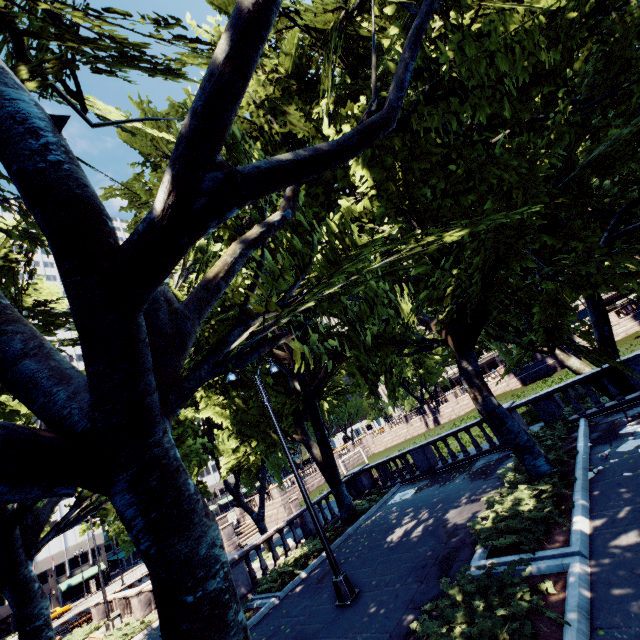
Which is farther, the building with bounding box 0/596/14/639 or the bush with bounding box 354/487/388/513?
the building with bounding box 0/596/14/639

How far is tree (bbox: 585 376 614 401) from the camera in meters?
13.8

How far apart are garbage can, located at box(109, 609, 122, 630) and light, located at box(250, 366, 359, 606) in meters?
18.8

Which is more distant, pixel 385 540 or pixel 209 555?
pixel 385 540

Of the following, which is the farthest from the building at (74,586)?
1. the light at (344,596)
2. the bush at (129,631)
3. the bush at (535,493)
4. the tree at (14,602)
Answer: the bush at (535,493)

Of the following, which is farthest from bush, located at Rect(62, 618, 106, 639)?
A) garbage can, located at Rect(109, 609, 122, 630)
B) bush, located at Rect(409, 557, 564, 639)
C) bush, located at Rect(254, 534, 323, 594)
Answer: bush, located at Rect(409, 557, 564, 639)

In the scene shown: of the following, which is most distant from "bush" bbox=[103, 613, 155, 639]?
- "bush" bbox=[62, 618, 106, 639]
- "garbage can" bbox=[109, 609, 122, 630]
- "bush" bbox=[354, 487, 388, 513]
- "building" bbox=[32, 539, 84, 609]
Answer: "building" bbox=[32, 539, 84, 609]

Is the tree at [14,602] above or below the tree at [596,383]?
above
